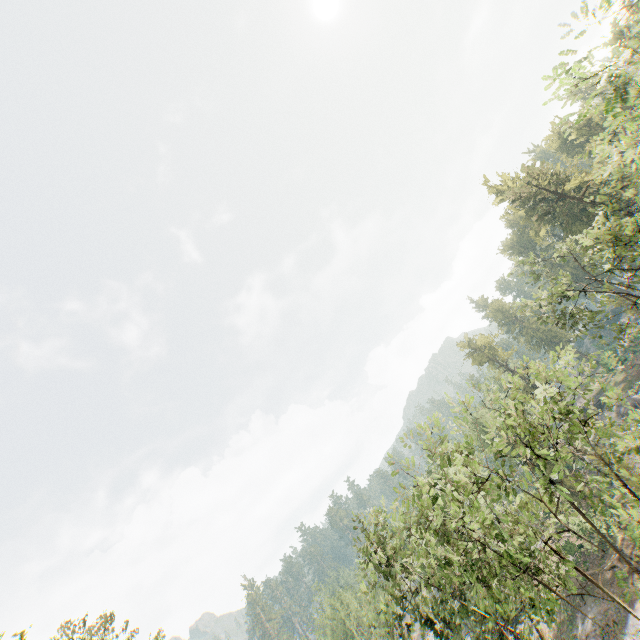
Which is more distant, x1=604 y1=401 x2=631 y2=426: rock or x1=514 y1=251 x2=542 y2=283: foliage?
x1=604 y1=401 x2=631 y2=426: rock

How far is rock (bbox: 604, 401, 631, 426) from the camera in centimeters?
4475cm

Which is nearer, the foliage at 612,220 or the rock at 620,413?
the foliage at 612,220

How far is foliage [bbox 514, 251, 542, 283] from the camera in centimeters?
2856cm

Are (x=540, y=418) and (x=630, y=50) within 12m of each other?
no

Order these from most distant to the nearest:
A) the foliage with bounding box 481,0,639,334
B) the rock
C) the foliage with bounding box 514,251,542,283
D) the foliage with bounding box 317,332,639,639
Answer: the rock, the foliage with bounding box 514,251,542,283, the foliage with bounding box 317,332,639,639, the foliage with bounding box 481,0,639,334

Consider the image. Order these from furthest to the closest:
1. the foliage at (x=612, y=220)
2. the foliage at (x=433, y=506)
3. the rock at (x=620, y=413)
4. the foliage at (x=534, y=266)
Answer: the rock at (x=620, y=413)
the foliage at (x=534, y=266)
the foliage at (x=433, y=506)
the foliage at (x=612, y=220)

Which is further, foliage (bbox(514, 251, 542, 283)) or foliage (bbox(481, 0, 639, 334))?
foliage (bbox(514, 251, 542, 283))
